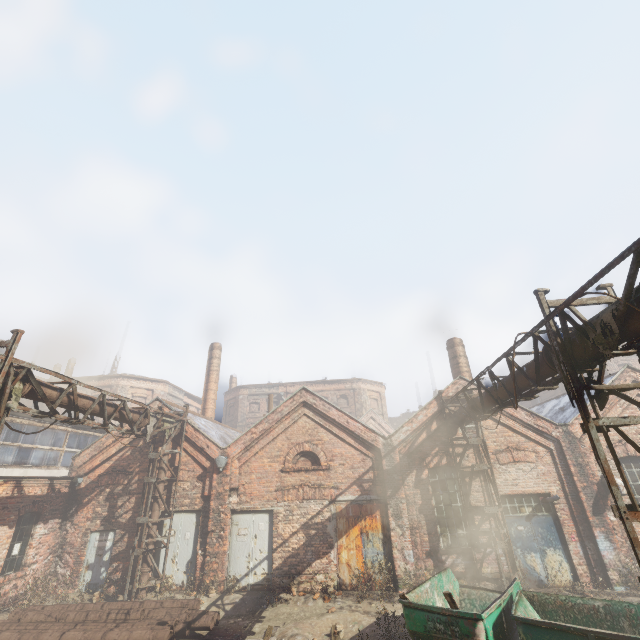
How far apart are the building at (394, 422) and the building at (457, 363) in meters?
29.9 m

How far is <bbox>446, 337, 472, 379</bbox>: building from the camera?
16.48m

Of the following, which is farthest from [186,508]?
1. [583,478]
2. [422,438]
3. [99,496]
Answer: [583,478]

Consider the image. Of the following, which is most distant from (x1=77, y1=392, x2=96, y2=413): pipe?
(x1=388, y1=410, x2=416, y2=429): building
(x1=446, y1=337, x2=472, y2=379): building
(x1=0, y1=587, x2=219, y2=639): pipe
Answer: (x1=388, y1=410, x2=416, y2=429): building

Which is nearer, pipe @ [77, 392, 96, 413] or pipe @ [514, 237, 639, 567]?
pipe @ [514, 237, 639, 567]

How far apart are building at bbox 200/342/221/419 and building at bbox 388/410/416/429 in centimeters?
3195cm

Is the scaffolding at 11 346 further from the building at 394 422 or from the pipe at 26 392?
the building at 394 422

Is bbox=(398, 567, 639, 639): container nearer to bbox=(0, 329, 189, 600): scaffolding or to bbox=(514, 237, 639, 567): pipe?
bbox=(514, 237, 639, 567): pipe
